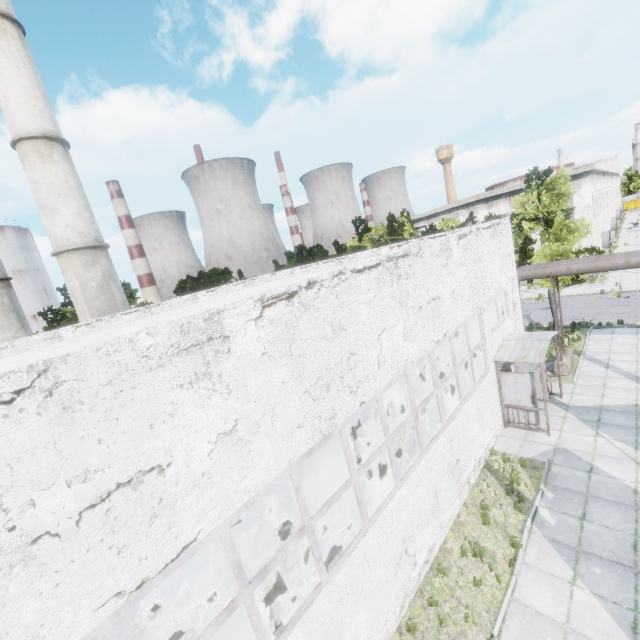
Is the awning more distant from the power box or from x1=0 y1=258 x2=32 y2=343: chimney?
x1=0 y1=258 x2=32 y2=343: chimney

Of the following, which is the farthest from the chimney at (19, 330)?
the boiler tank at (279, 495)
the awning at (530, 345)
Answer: the awning at (530, 345)

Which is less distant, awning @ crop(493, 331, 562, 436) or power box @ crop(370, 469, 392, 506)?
power box @ crop(370, 469, 392, 506)

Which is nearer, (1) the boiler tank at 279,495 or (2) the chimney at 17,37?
(1) the boiler tank at 279,495

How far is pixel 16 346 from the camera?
16.2 meters

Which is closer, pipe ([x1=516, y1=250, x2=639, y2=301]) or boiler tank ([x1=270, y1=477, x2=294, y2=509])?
boiler tank ([x1=270, y1=477, x2=294, y2=509])

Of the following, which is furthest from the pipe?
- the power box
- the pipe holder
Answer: the power box

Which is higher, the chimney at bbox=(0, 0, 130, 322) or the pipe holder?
the chimney at bbox=(0, 0, 130, 322)
